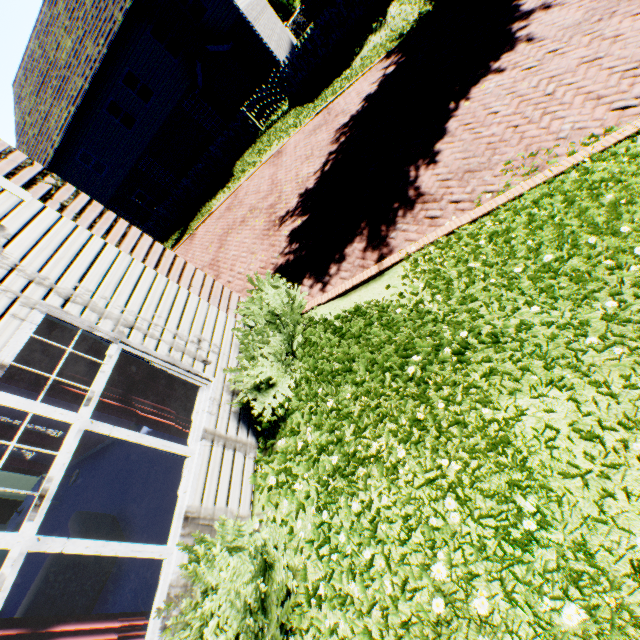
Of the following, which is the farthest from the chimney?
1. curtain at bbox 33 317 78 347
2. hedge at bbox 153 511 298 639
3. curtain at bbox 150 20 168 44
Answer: hedge at bbox 153 511 298 639

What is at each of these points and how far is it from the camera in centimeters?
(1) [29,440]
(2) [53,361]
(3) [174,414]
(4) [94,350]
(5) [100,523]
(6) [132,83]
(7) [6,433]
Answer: (1) curtain, 724cm
(2) curtain, 330cm
(3) curtain, 408cm
(4) curtain, 371cm
(5) sofa, 542cm
(6) curtain, 1762cm
(7) curtain, 700cm

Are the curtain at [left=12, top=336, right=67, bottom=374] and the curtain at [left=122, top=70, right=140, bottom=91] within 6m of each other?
no

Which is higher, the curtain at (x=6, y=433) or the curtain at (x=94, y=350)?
the curtain at (x=94, y=350)

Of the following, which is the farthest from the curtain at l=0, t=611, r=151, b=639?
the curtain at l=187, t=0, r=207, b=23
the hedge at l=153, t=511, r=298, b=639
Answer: the curtain at l=187, t=0, r=207, b=23

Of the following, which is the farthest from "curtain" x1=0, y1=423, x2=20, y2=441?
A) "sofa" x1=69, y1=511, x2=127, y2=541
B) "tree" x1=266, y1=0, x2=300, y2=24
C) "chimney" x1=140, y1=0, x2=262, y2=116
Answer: "chimney" x1=140, y1=0, x2=262, y2=116

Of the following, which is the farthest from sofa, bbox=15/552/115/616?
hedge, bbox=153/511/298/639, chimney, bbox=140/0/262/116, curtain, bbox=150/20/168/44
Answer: curtain, bbox=150/20/168/44

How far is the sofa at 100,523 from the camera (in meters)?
5.02
